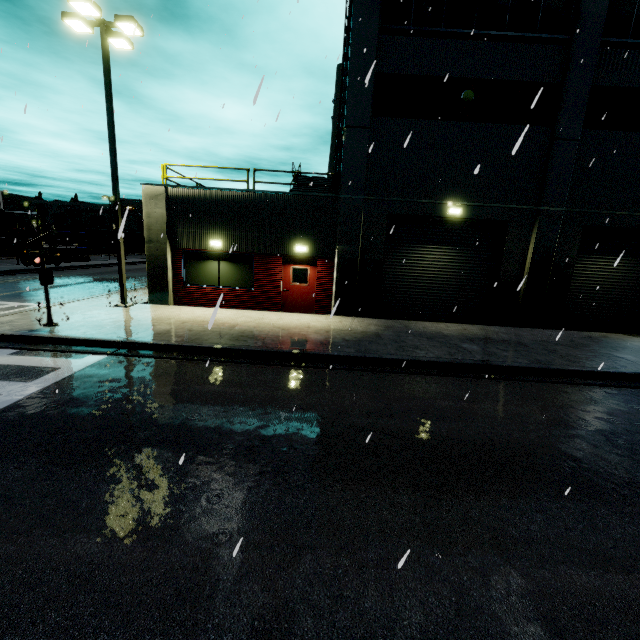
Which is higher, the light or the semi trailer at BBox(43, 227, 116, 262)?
the light

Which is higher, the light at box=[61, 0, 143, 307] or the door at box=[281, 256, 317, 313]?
the light at box=[61, 0, 143, 307]

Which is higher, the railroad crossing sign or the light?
the light

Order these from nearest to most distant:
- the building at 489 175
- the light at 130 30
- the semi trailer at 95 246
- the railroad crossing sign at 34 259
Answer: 1. the railroad crossing sign at 34 259
2. the light at 130 30
3. the building at 489 175
4. the semi trailer at 95 246

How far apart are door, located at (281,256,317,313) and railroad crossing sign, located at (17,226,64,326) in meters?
6.9

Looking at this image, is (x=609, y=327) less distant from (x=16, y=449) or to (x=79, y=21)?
(x=16, y=449)

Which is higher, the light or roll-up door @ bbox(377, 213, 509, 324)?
the light

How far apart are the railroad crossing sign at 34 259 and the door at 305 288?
6.9 meters
